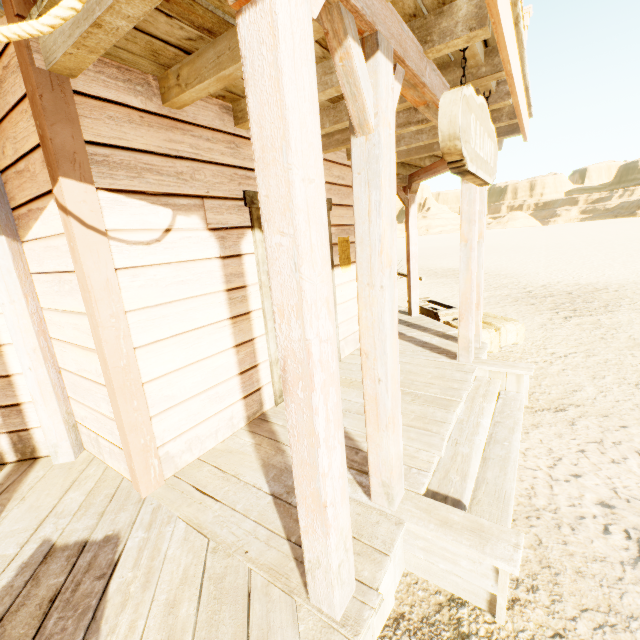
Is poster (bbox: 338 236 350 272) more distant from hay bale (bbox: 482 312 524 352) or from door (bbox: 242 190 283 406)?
hay bale (bbox: 482 312 524 352)

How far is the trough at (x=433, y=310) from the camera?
6.8m

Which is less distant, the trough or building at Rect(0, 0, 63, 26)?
building at Rect(0, 0, 63, 26)

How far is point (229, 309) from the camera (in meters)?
2.96

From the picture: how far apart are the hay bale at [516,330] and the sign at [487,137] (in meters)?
2.91

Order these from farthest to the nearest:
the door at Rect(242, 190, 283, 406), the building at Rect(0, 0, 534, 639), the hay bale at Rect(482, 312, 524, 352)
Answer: the hay bale at Rect(482, 312, 524, 352) → the door at Rect(242, 190, 283, 406) → the building at Rect(0, 0, 534, 639)

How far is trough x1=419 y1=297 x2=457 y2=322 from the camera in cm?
679

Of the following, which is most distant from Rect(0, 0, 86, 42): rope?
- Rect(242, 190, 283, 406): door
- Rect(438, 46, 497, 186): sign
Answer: Rect(242, 190, 283, 406): door
